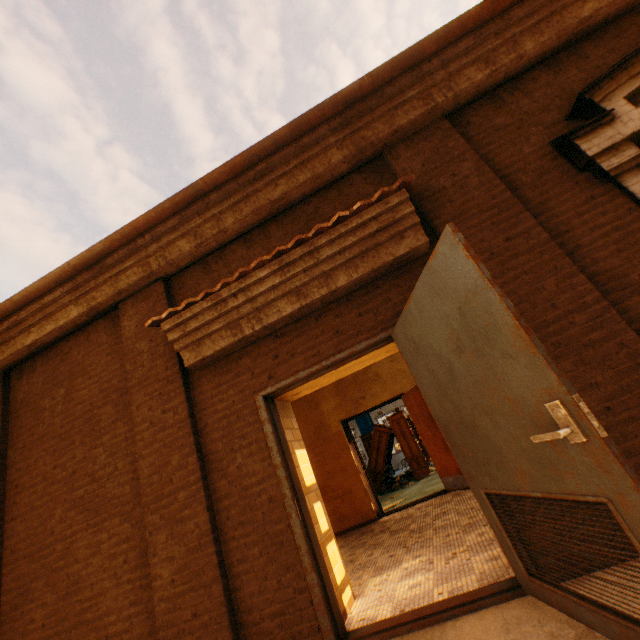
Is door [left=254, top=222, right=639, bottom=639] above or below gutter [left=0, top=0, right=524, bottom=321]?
below

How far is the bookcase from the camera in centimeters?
1135cm

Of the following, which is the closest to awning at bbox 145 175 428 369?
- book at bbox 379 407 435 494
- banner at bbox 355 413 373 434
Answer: book at bbox 379 407 435 494

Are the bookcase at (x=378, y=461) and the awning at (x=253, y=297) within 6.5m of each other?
no

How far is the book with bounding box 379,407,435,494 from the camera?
10.91m

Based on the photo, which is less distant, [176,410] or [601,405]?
[601,405]

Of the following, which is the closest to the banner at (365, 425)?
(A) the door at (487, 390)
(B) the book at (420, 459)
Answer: (B) the book at (420, 459)
